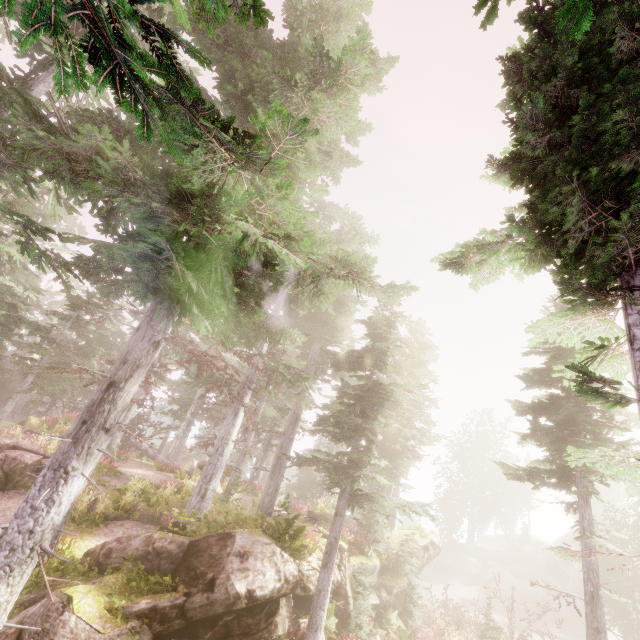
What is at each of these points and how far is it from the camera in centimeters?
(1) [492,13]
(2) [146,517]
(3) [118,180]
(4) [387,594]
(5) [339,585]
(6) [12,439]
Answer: (1) instancedfoliageactor, 286cm
(2) rock, 1438cm
(3) instancedfoliageactor, 564cm
(4) rock, 1734cm
(5) rock, 1419cm
(6) rock, 1475cm

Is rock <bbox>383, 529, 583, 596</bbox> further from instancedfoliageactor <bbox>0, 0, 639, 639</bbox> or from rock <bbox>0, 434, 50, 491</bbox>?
rock <bbox>0, 434, 50, 491</bbox>

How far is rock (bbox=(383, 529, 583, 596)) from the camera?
22.3m

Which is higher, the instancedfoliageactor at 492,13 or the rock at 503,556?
the instancedfoliageactor at 492,13

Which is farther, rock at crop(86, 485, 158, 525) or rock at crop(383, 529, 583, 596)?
rock at crop(383, 529, 583, 596)

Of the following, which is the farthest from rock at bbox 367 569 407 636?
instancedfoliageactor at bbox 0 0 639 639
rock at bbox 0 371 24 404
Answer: rock at bbox 0 371 24 404

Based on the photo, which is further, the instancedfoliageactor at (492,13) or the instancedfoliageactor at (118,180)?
the instancedfoliageactor at (118,180)

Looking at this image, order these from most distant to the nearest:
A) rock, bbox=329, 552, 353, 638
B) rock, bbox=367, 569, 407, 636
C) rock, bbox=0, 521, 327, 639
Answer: rock, bbox=367, 569, 407, 636 < rock, bbox=329, 552, 353, 638 < rock, bbox=0, 521, 327, 639
